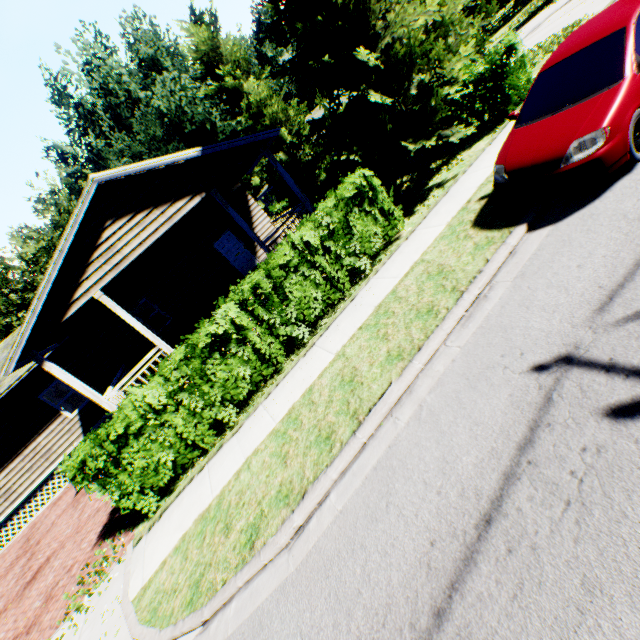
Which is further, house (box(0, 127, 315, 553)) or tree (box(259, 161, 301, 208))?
tree (box(259, 161, 301, 208))

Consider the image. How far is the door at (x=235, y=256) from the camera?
16.16m

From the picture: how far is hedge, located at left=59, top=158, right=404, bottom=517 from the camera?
6.66m

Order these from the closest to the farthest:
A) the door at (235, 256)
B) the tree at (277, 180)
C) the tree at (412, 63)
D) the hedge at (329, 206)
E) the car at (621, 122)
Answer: the car at (621, 122) → the hedge at (329, 206) → the tree at (412, 63) → the door at (235, 256) → the tree at (277, 180)

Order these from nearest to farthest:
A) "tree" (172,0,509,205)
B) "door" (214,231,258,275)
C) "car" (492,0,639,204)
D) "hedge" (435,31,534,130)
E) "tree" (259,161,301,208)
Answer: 1. "car" (492,0,639,204)
2. "tree" (172,0,509,205)
3. "hedge" (435,31,534,130)
4. "door" (214,231,258,275)
5. "tree" (259,161,301,208)

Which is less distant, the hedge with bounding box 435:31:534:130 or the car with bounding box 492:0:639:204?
the car with bounding box 492:0:639:204

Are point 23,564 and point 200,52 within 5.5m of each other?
no

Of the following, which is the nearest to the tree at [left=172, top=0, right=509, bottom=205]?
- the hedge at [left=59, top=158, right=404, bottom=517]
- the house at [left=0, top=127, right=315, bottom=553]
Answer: the hedge at [left=59, top=158, right=404, bottom=517]
